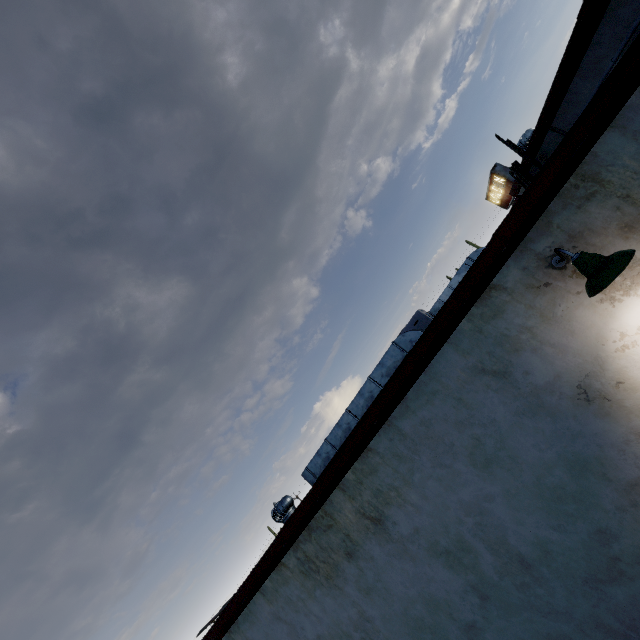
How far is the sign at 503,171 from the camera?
16.0 meters

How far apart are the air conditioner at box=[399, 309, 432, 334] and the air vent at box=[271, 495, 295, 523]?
5.44m

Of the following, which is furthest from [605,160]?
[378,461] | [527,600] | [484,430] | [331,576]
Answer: [331,576]

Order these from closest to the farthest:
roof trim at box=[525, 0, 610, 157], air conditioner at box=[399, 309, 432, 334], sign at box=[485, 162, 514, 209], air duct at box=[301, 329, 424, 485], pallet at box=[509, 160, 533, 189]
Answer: roof trim at box=[525, 0, 610, 157]
air duct at box=[301, 329, 424, 485]
pallet at box=[509, 160, 533, 189]
air conditioner at box=[399, 309, 432, 334]
sign at box=[485, 162, 514, 209]

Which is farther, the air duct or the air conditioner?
the air conditioner

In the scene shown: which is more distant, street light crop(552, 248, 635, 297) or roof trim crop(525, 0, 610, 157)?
roof trim crop(525, 0, 610, 157)

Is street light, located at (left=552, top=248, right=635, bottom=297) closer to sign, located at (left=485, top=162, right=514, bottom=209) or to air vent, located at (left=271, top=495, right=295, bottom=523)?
air vent, located at (left=271, top=495, right=295, bottom=523)

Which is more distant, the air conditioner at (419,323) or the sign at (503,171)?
the sign at (503,171)
